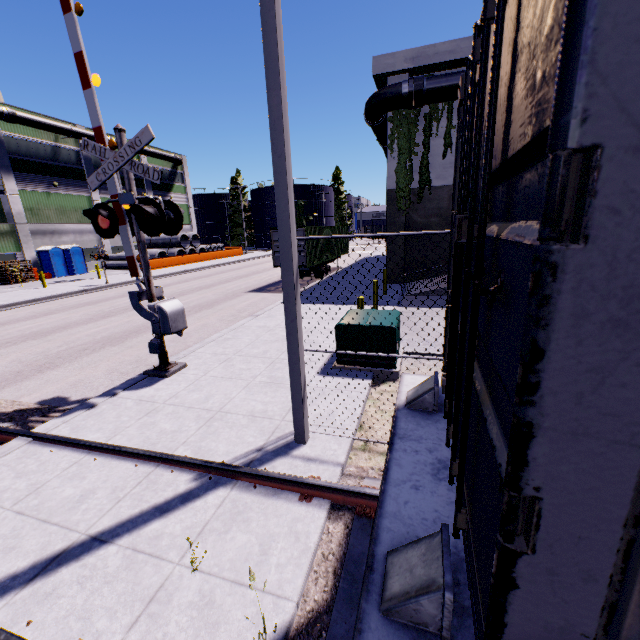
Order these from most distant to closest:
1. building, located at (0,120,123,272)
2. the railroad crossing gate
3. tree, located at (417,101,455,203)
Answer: building, located at (0,120,123,272) < tree, located at (417,101,455,203) < the railroad crossing gate

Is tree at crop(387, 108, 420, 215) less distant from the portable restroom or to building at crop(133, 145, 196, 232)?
building at crop(133, 145, 196, 232)

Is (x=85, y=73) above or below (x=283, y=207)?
above

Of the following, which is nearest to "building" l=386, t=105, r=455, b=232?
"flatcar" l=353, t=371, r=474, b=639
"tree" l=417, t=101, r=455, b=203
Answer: "tree" l=417, t=101, r=455, b=203

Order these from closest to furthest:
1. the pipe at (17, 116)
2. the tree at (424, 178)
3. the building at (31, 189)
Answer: →
the tree at (424, 178)
the pipe at (17, 116)
the building at (31, 189)

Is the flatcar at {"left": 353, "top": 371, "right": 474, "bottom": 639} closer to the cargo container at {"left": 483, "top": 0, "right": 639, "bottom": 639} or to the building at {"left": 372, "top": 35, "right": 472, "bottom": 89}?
the cargo container at {"left": 483, "top": 0, "right": 639, "bottom": 639}

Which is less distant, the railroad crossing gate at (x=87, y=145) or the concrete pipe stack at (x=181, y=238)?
the railroad crossing gate at (x=87, y=145)

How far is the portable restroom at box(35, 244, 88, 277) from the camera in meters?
30.2 m
